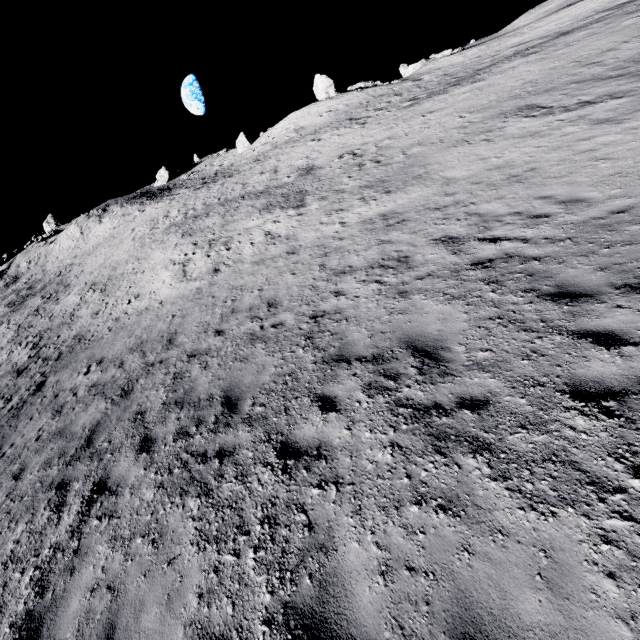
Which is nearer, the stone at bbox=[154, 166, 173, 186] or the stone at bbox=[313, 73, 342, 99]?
the stone at bbox=[313, 73, 342, 99]

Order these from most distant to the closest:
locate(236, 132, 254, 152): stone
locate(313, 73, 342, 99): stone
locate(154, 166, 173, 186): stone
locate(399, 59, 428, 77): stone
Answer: locate(154, 166, 173, 186): stone < locate(236, 132, 254, 152): stone < locate(399, 59, 428, 77): stone < locate(313, 73, 342, 99): stone

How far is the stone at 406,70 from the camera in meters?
45.8

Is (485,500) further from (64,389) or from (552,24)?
(552,24)

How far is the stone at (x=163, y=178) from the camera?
53.97m

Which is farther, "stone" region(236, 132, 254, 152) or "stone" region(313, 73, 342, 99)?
"stone" region(236, 132, 254, 152)

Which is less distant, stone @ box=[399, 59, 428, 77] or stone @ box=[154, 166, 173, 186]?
stone @ box=[399, 59, 428, 77]

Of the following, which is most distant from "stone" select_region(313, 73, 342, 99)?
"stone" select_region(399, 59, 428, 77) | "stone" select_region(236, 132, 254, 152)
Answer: "stone" select_region(236, 132, 254, 152)
